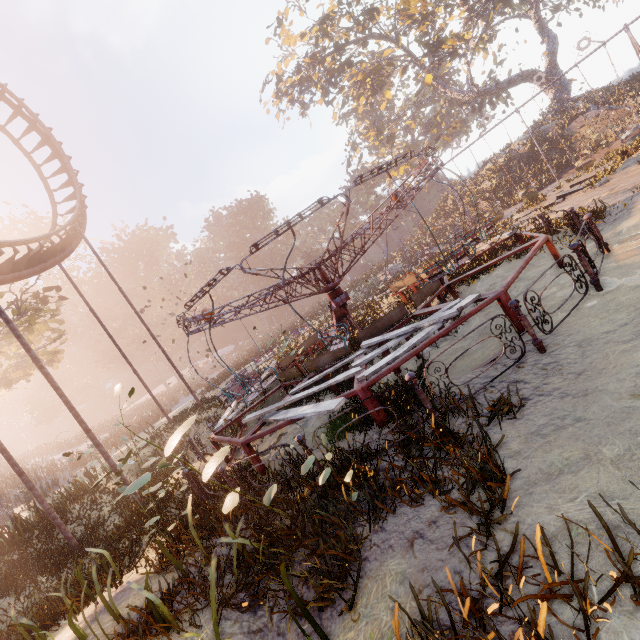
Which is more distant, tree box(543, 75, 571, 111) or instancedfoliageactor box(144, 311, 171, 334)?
instancedfoliageactor box(144, 311, 171, 334)

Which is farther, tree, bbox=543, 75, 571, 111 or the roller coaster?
tree, bbox=543, 75, 571, 111

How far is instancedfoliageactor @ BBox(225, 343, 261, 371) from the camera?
28.6 meters

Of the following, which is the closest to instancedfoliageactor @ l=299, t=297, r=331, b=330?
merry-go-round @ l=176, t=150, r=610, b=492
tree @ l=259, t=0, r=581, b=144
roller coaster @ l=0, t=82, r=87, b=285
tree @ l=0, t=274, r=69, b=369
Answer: merry-go-round @ l=176, t=150, r=610, b=492

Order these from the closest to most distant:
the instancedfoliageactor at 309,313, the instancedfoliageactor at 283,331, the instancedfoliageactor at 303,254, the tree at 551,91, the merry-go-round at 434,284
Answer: the merry-go-round at 434,284 < the instancedfoliageactor at 283,331 < the instancedfoliageactor at 309,313 < the tree at 551,91 < the instancedfoliageactor at 303,254

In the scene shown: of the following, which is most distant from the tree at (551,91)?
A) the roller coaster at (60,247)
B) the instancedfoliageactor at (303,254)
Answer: the roller coaster at (60,247)

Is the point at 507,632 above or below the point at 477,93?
below
